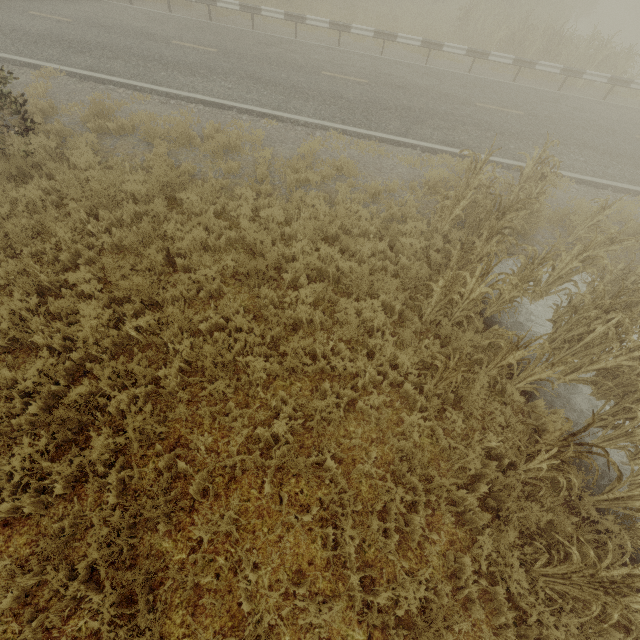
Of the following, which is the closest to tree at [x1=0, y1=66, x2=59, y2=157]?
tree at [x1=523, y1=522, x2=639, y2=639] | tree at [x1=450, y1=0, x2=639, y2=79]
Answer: tree at [x1=523, y1=522, x2=639, y2=639]

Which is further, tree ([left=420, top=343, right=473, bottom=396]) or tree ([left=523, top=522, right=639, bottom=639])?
tree ([left=420, top=343, right=473, bottom=396])

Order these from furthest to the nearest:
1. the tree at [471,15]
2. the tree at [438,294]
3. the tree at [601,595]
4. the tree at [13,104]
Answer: the tree at [471,15] → the tree at [13,104] → the tree at [438,294] → the tree at [601,595]

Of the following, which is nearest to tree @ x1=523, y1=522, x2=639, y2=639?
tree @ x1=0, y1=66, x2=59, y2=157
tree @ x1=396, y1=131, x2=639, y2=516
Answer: tree @ x1=396, y1=131, x2=639, y2=516

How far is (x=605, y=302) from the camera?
4.9m

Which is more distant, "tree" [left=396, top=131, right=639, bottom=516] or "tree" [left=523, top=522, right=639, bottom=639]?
"tree" [left=396, top=131, right=639, bottom=516]

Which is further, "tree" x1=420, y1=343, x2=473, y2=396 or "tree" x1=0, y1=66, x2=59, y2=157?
"tree" x1=0, y1=66, x2=59, y2=157

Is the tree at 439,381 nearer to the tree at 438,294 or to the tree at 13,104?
the tree at 438,294
